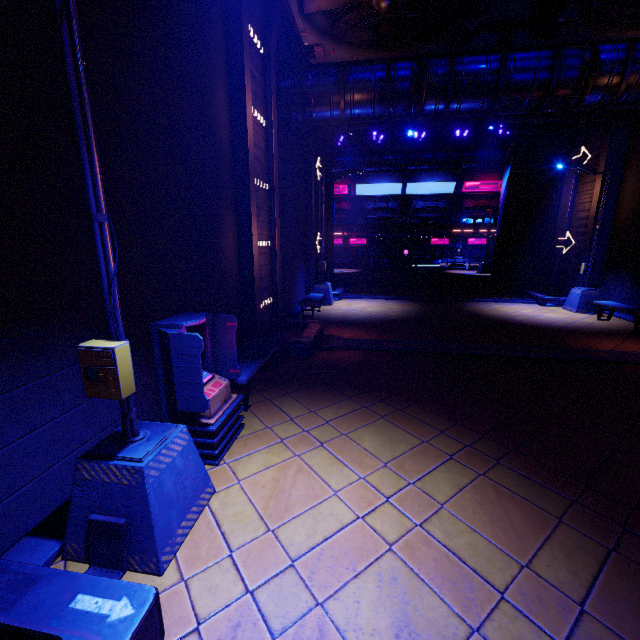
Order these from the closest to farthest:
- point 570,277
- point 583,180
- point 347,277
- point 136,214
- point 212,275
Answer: point 136,214, point 212,275, point 583,180, point 570,277, point 347,277

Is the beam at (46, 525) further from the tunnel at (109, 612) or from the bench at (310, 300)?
the bench at (310, 300)

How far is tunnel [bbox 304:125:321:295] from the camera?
15.33m

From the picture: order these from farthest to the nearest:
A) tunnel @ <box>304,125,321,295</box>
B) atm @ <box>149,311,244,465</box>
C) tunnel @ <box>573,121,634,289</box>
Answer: tunnel @ <box>304,125,321,295</box>
tunnel @ <box>573,121,634,289</box>
atm @ <box>149,311,244,465</box>

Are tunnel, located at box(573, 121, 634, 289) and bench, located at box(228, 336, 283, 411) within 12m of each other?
no

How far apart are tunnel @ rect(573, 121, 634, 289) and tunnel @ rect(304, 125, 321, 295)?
11.83m

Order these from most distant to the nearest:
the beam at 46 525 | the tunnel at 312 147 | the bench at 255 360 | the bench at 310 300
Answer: the tunnel at 312 147 < the bench at 310 300 < the bench at 255 360 < the beam at 46 525

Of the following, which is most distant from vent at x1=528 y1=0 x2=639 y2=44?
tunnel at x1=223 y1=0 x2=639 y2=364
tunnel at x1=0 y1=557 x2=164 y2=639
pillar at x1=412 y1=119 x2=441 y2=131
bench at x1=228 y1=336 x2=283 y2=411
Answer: bench at x1=228 y1=336 x2=283 y2=411
